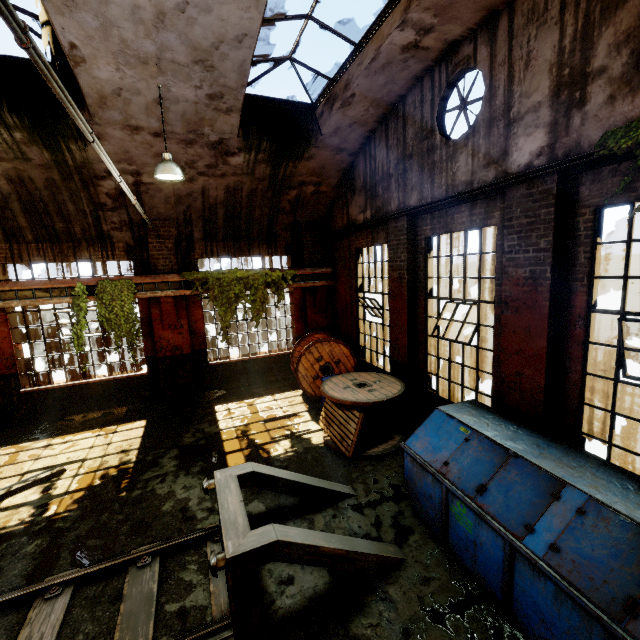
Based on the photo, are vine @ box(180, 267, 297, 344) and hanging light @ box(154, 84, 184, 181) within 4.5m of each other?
yes

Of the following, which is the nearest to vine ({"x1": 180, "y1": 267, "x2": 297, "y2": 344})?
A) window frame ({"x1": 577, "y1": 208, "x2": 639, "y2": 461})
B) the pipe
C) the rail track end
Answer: the pipe

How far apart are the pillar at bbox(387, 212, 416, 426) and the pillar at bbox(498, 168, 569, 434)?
2.36m

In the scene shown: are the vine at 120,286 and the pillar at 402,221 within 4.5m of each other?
no

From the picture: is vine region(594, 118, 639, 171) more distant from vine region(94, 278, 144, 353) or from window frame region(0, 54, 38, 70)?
vine region(94, 278, 144, 353)

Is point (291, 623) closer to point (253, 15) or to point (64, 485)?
point (64, 485)

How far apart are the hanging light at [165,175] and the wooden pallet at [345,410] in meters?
5.7 m

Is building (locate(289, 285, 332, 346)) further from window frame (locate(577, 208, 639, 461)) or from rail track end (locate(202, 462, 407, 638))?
rail track end (locate(202, 462, 407, 638))
